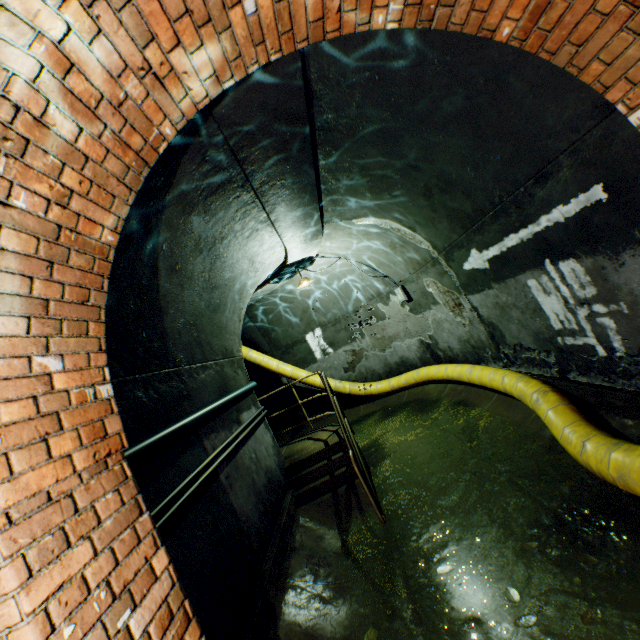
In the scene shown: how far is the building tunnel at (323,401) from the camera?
10.82m

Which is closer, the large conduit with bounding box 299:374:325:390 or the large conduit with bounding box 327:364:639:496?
the large conduit with bounding box 327:364:639:496

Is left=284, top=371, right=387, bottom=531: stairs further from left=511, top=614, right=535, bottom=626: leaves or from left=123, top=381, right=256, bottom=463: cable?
left=511, top=614, right=535, bottom=626: leaves

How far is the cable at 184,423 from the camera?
2.5m

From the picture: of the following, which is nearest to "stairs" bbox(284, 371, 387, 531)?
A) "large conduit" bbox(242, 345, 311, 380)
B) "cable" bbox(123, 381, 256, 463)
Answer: "large conduit" bbox(242, 345, 311, 380)

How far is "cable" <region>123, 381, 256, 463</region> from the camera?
2.48m

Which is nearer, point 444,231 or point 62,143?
point 62,143

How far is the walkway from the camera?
6.4m
